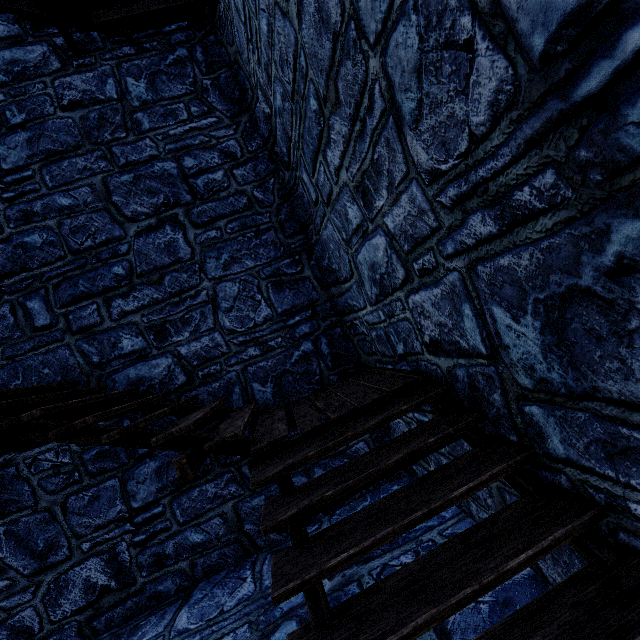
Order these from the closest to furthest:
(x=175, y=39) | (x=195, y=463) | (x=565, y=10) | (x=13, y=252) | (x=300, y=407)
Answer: (x=565, y=10) < (x=195, y=463) < (x=300, y=407) < (x=13, y=252) < (x=175, y=39)
